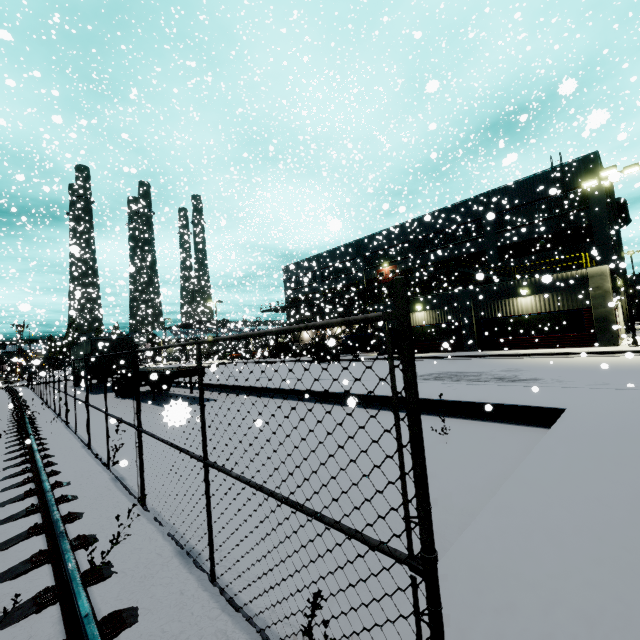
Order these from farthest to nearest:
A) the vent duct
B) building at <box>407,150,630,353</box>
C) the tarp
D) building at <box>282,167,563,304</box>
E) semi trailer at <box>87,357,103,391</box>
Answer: the vent duct → the tarp → building at <box>282,167,563,304</box> → semi trailer at <box>87,357,103,391</box> → building at <box>407,150,630,353</box>

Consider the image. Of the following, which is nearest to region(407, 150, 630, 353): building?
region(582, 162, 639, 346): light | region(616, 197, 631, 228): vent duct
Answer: region(616, 197, 631, 228): vent duct

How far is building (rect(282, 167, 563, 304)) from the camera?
27.9m

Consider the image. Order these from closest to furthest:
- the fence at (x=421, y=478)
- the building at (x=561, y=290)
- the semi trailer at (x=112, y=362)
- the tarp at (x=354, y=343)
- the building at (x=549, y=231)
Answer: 1. the fence at (x=421, y=478)
2. the semi trailer at (x=112, y=362)
3. the building at (x=561, y=290)
4. the building at (x=549, y=231)
5. the tarp at (x=354, y=343)

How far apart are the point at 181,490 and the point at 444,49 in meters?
54.3

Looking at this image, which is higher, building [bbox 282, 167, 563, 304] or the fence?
building [bbox 282, 167, 563, 304]

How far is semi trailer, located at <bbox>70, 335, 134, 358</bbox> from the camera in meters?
22.5 m

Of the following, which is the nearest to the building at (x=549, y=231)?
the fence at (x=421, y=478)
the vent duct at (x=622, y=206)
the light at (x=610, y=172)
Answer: the vent duct at (x=622, y=206)
